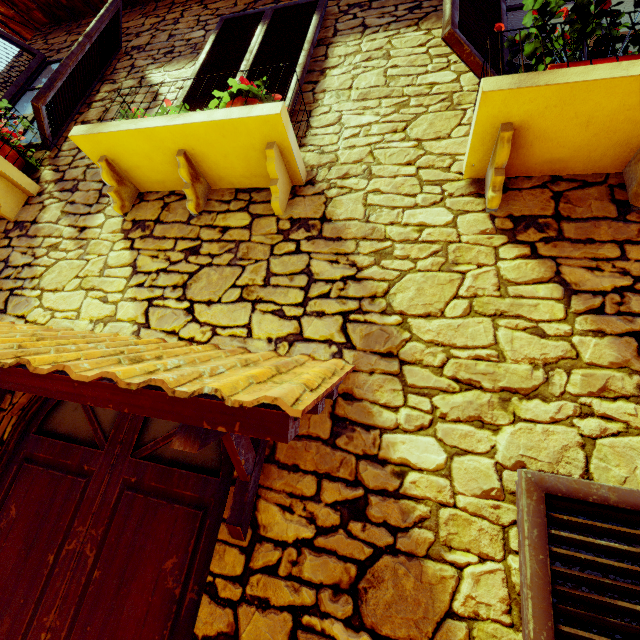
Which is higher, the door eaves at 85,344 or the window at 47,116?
the window at 47,116

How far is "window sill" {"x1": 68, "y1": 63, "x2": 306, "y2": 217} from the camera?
1.83m

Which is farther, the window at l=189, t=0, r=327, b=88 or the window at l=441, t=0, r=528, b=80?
the window at l=189, t=0, r=327, b=88

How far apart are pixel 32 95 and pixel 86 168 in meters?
2.0 m

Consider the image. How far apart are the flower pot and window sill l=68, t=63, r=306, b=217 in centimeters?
1cm

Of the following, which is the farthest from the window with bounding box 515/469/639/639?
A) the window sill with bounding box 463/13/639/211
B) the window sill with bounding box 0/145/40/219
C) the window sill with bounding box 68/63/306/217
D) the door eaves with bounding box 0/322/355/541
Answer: the window sill with bounding box 0/145/40/219

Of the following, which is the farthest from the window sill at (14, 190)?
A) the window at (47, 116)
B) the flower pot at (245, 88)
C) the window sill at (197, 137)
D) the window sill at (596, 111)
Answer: the window sill at (596, 111)

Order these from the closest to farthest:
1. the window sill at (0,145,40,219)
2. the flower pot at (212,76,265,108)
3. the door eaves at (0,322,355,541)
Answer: the door eaves at (0,322,355,541) < the flower pot at (212,76,265,108) < the window sill at (0,145,40,219)
